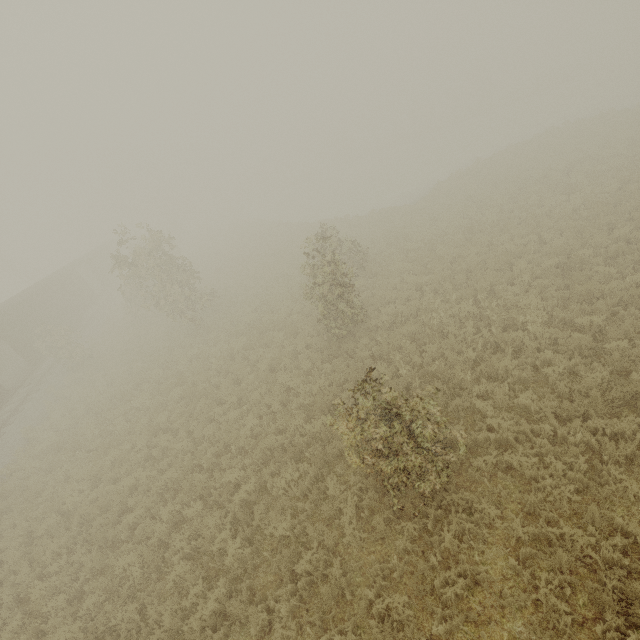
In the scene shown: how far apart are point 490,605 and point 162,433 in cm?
1126
